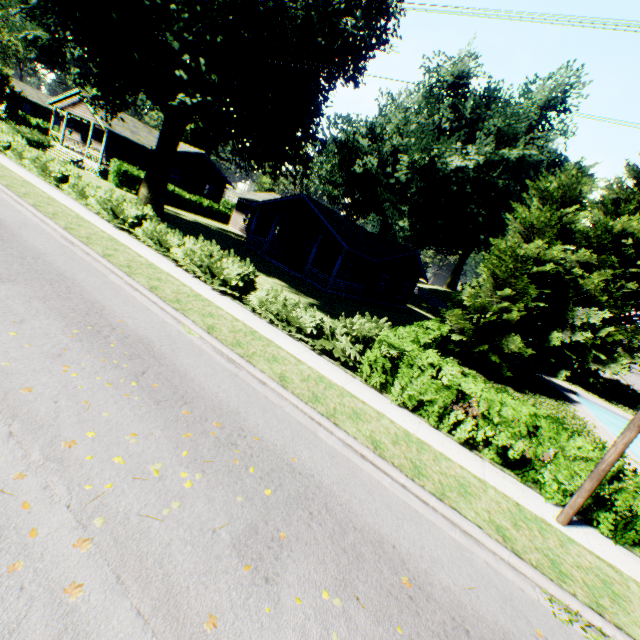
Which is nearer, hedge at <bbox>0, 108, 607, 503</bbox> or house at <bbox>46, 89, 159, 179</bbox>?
hedge at <bbox>0, 108, 607, 503</bbox>

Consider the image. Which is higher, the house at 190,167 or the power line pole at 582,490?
the house at 190,167

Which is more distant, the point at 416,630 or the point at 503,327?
the point at 503,327

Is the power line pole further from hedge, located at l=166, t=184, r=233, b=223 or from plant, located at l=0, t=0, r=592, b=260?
hedge, located at l=166, t=184, r=233, b=223

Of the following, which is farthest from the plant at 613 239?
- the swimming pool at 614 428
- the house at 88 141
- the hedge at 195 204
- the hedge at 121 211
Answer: the hedge at 195 204

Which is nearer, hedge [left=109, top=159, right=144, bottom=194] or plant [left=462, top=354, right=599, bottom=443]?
plant [left=462, top=354, right=599, bottom=443]

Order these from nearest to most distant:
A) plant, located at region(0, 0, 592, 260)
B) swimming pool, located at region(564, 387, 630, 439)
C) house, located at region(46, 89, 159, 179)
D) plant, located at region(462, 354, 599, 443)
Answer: plant, located at region(0, 0, 592, 260)
plant, located at region(462, 354, 599, 443)
swimming pool, located at region(564, 387, 630, 439)
house, located at region(46, 89, 159, 179)
